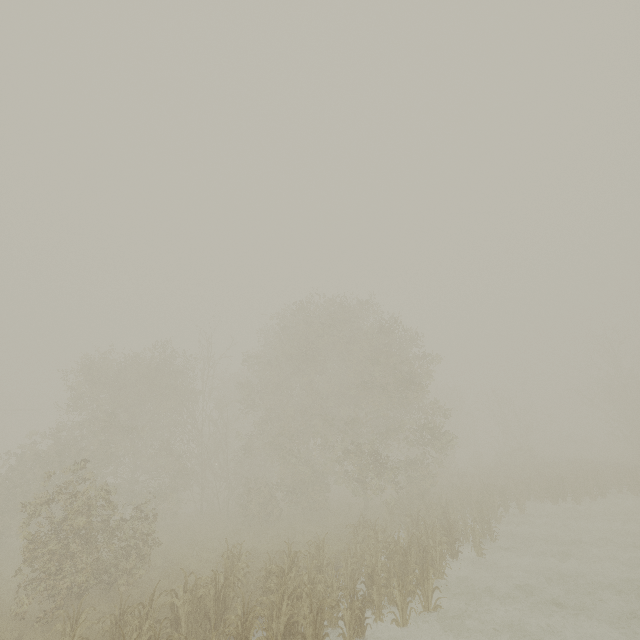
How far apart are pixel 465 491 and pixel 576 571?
7.0m
